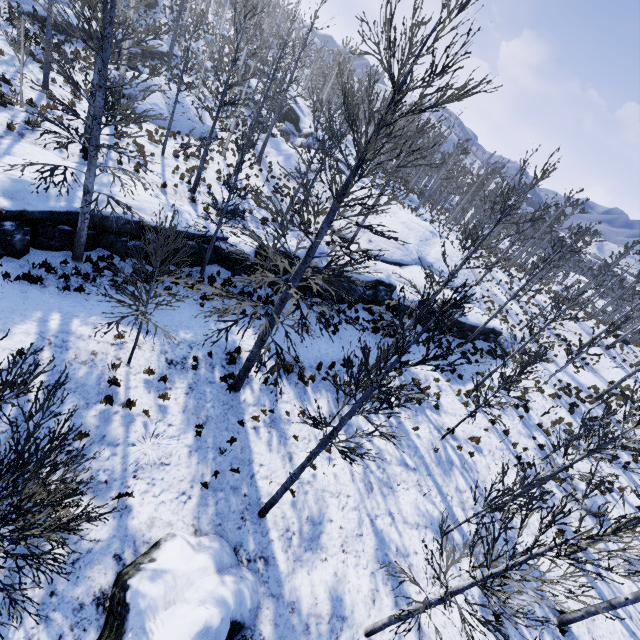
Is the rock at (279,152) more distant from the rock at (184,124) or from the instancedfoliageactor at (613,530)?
the rock at (184,124)

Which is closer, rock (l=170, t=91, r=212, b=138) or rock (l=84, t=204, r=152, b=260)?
rock (l=84, t=204, r=152, b=260)

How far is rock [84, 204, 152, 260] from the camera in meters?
11.9

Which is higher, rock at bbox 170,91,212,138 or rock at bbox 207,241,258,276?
rock at bbox 170,91,212,138

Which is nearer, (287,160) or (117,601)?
(117,601)

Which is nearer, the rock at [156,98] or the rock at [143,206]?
the rock at [143,206]

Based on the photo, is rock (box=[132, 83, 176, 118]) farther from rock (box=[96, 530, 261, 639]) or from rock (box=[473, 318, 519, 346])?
rock (box=[96, 530, 261, 639])

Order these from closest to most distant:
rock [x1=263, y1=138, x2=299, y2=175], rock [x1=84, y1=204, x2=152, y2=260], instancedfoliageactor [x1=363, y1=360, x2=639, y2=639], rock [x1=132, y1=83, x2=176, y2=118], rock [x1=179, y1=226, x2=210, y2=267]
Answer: instancedfoliageactor [x1=363, y1=360, x2=639, y2=639] → rock [x1=84, y1=204, x2=152, y2=260] → rock [x1=179, y1=226, x2=210, y2=267] → rock [x1=132, y1=83, x2=176, y2=118] → rock [x1=263, y1=138, x2=299, y2=175]
